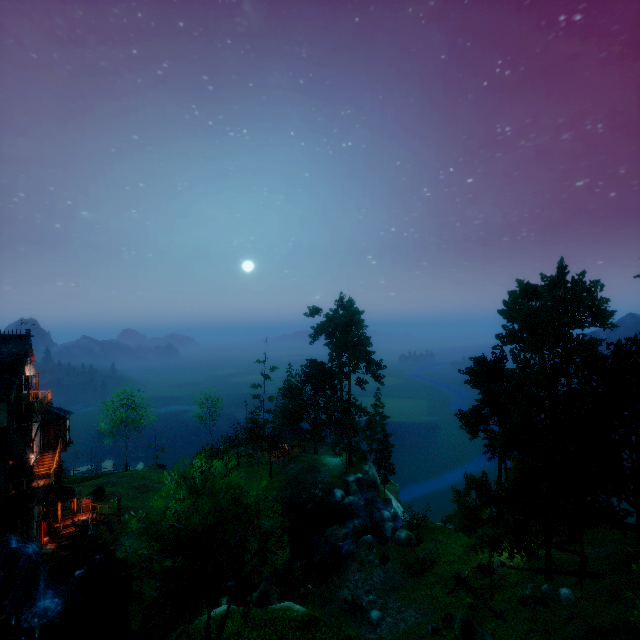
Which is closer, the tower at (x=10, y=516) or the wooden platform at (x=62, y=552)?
the tower at (x=10, y=516)

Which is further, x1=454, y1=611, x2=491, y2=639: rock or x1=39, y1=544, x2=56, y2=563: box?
x1=39, y1=544, x2=56, y2=563: box

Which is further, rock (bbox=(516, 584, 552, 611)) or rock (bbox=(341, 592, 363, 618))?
rock (bbox=(341, 592, 363, 618))

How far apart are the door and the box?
8.2m

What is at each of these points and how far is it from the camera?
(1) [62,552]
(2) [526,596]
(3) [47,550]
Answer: (1) wooden platform, 28.9 meters
(2) rock, 20.1 meters
(3) box, 27.9 meters

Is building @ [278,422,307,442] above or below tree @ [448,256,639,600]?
below

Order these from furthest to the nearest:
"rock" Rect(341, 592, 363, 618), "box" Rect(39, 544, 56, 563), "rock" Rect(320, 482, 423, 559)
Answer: "rock" Rect(320, 482, 423, 559)
"box" Rect(39, 544, 56, 563)
"rock" Rect(341, 592, 363, 618)

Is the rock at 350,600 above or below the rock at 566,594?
below
